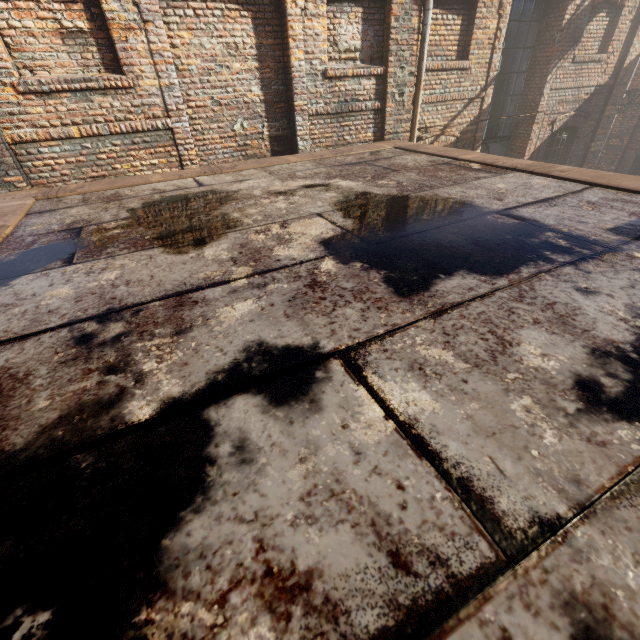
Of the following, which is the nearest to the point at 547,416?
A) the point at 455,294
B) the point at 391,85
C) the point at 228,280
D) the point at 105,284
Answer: the point at 455,294
